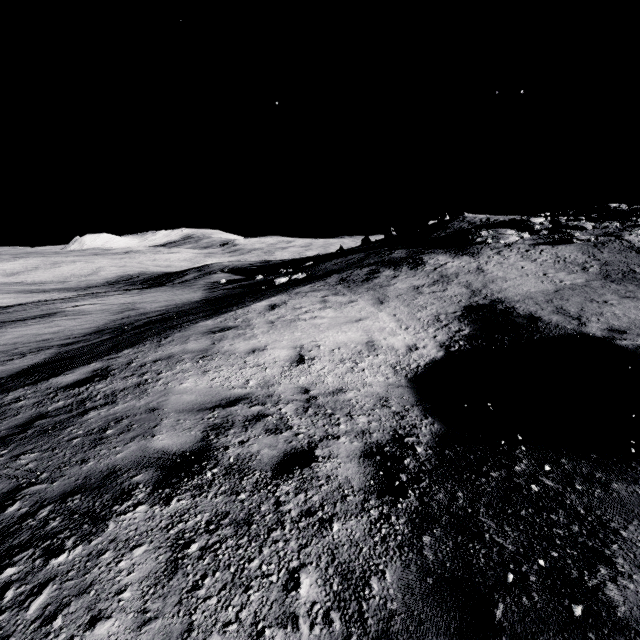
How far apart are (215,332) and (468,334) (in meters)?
7.29
